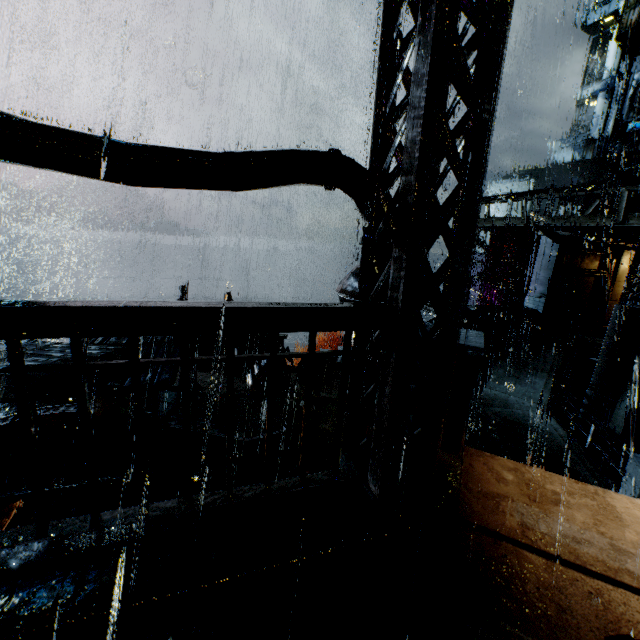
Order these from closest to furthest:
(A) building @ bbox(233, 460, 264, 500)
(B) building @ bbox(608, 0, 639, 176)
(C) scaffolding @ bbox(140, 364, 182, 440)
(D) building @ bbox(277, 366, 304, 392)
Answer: (A) building @ bbox(233, 460, 264, 500) → (C) scaffolding @ bbox(140, 364, 182, 440) → (D) building @ bbox(277, 366, 304, 392) → (B) building @ bbox(608, 0, 639, 176)

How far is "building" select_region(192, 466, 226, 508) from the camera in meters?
3.0

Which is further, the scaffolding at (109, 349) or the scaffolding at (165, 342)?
the scaffolding at (165, 342)

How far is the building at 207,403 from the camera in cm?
1135

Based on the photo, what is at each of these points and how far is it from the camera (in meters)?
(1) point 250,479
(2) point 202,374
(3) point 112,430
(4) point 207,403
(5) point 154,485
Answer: (1) building, 10.05
(2) building, 13.91
(3) building, 10.51
(4) building, 11.64
(5) building, 10.73

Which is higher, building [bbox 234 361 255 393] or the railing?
the railing

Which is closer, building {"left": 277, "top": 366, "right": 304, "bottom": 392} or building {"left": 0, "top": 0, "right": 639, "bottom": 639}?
building {"left": 0, "top": 0, "right": 639, "bottom": 639}

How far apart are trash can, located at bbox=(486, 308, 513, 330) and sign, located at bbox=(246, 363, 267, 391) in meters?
13.5 m
